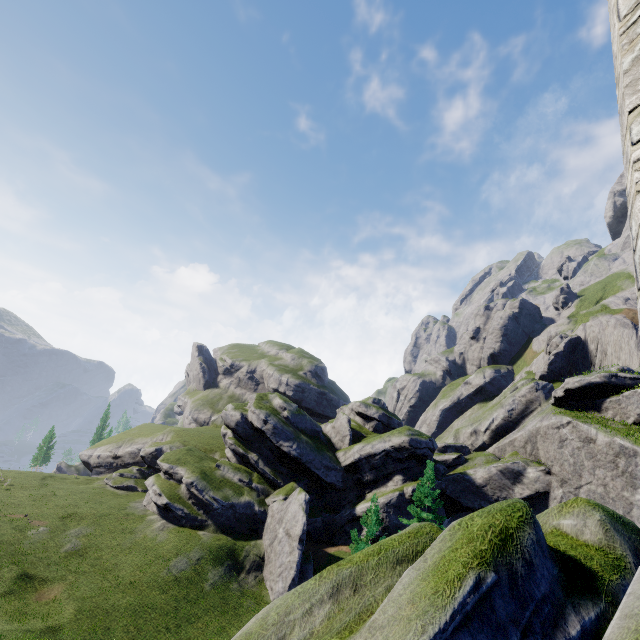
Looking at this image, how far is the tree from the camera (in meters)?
29.45

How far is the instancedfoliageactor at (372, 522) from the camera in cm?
1983

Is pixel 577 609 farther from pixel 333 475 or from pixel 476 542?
pixel 333 475

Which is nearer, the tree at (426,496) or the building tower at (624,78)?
the building tower at (624,78)

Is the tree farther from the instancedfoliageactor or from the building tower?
the building tower

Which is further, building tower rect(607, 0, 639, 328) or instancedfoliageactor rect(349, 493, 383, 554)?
instancedfoliageactor rect(349, 493, 383, 554)

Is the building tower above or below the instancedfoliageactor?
above

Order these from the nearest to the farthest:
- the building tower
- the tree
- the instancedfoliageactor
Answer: the building tower < the instancedfoliageactor < the tree
